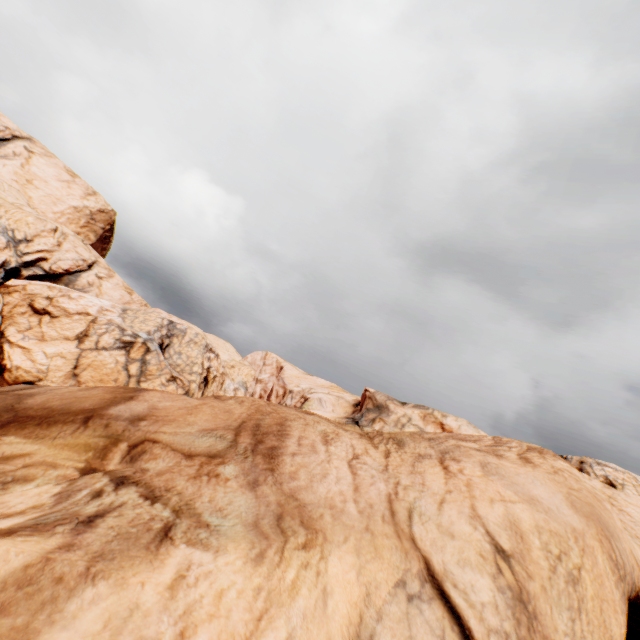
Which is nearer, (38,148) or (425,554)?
(425,554)
